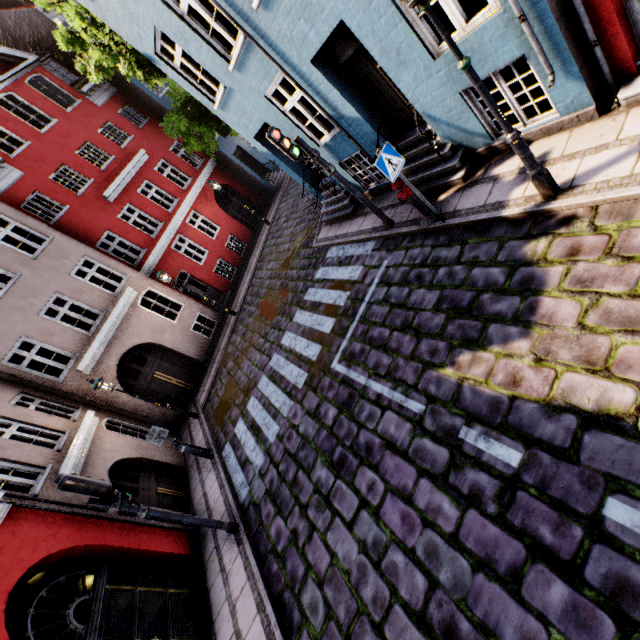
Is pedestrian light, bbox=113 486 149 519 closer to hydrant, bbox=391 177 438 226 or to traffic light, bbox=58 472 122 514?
traffic light, bbox=58 472 122 514

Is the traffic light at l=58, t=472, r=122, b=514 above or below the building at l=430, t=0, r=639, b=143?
above

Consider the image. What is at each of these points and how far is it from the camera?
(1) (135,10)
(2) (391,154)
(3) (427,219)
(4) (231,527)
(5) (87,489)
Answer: (1) building, 7.2m
(2) sign, 5.5m
(3) hydrant, 6.7m
(4) traffic light pole, 6.9m
(5) traffic light, 5.5m

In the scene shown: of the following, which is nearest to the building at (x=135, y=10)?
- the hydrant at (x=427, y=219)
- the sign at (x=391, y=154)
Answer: the hydrant at (x=427, y=219)

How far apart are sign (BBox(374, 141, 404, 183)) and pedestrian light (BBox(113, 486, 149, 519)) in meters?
7.5

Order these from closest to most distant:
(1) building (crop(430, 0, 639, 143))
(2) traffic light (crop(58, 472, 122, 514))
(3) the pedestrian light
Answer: (1) building (crop(430, 0, 639, 143)), (2) traffic light (crop(58, 472, 122, 514)), (3) the pedestrian light

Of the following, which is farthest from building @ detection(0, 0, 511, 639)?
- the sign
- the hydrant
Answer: the sign

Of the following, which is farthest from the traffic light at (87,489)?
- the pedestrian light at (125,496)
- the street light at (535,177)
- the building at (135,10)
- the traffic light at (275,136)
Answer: the street light at (535,177)
